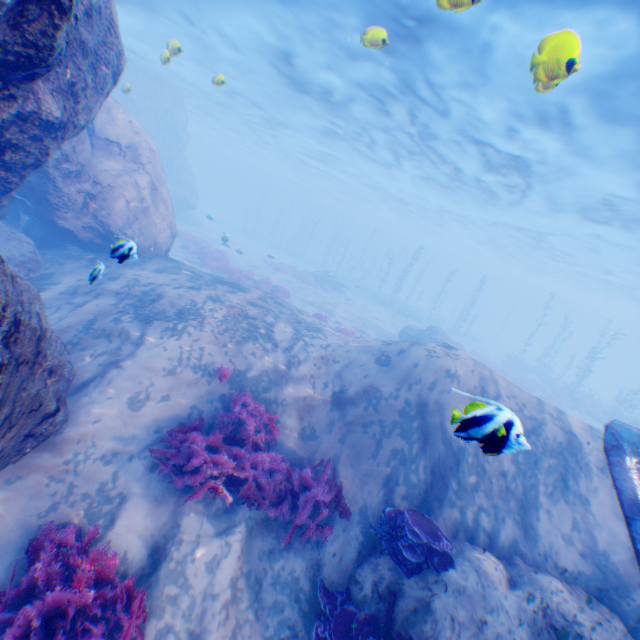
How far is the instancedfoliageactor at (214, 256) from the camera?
20.2m

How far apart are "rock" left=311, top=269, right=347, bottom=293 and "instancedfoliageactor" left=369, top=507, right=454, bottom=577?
27.3 meters

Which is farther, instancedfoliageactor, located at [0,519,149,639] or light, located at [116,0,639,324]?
light, located at [116,0,639,324]

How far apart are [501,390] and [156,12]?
26.9m

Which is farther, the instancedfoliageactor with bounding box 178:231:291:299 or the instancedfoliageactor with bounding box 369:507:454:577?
the instancedfoliageactor with bounding box 178:231:291:299

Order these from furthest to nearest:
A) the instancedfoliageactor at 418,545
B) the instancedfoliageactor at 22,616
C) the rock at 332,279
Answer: the rock at 332,279 → the instancedfoliageactor at 418,545 → the instancedfoliageactor at 22,616

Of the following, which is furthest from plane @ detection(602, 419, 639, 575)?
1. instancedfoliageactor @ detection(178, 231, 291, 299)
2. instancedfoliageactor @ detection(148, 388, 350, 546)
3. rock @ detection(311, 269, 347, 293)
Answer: rock @ detection(311, 269, 347, 293)

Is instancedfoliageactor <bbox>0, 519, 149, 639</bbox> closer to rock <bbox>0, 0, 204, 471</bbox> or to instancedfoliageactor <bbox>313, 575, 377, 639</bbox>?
rock <bbox>0, 0, 204, 471</bbox>
